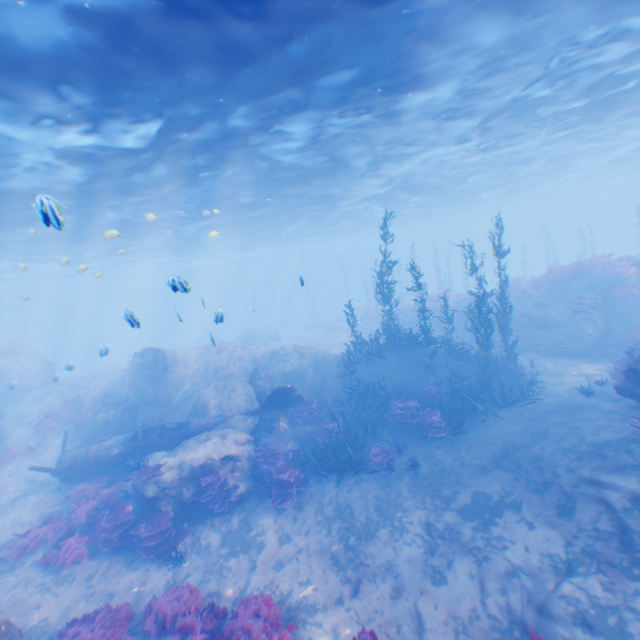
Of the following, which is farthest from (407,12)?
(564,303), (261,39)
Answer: (564,303)

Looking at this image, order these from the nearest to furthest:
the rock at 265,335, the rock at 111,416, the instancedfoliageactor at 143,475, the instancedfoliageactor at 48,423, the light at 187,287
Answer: the light at 187,287, the instancedfoliageactor at 143,475, the rock at 111,416, the instancedfoliageactor at 48,423, the rock at 265,335

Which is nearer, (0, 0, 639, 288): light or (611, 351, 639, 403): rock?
(0, 0, 639, 288): light

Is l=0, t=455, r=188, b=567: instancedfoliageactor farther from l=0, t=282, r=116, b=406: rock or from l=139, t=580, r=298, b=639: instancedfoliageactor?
l=139, t=580, r=298, b=639: instancedfoliageactor

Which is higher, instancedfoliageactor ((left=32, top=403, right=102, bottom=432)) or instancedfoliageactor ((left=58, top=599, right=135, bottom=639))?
instancedfoliageactor ((left=32, top=403, right=102, bottom=432))

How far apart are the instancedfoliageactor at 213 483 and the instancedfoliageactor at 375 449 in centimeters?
482cm

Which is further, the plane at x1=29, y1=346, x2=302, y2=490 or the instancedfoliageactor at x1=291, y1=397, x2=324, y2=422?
the instancedfoliageactor at x1=291, y1=397, x2=324, y2=422

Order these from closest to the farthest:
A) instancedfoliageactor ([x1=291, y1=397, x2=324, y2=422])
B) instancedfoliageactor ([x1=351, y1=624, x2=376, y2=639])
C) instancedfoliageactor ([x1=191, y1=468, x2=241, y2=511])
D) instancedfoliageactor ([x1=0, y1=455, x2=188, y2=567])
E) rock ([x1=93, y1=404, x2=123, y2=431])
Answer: instancedfoliageactor ([x1=351, y1=624, x2=376, y2=639]) → instancedfoliageactor ([x1=0, y1=455, x2=188, y2=567]) → instancedfoliageactor ([x1=191, y1=468, x2=241, y2=511]) → instancedfoliageactor ([x1=291, y1=397, x2=324, y2=422]) → rock ([x1=93, y1=404, x2=123, y2=431])
